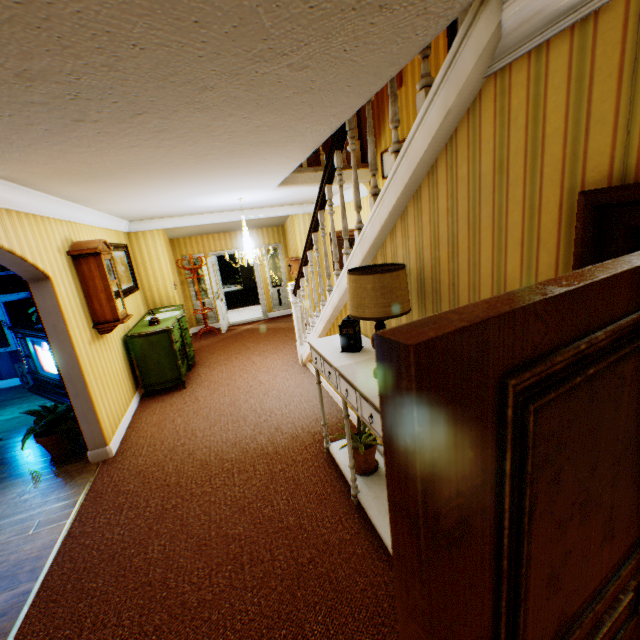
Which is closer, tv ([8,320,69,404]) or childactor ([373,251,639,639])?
childactor ([373,251,639,639])

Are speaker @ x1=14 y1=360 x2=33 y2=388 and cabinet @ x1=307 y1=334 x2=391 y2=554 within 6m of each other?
no

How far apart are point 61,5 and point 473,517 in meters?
1.8

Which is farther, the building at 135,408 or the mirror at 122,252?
the mirror at 122,252

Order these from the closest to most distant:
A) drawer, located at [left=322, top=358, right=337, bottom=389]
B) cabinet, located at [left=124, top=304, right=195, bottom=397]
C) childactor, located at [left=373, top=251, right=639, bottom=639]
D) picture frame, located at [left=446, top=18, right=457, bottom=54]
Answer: childactor, located at [left=373, top=251, right=639, bottom=639], drawer, located at [left=322, top=358, right=337, bottom=389], picture frame, located at [left=446, top=18, right=457, bottom=54], cabinet, located at [left=124, top=304, right=195, bottom=397]

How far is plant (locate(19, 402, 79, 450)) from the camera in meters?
4.0

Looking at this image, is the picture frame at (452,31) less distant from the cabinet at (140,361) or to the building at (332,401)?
the building at (332,401)

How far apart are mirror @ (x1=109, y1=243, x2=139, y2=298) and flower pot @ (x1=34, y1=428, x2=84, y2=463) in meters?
2.2
